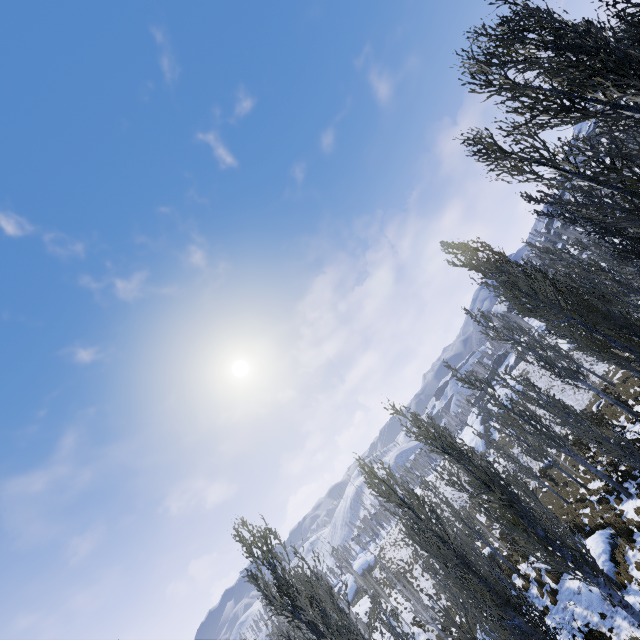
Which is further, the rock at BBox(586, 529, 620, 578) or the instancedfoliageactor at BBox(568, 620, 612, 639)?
the rock at BBox(586, 529, 620, 578)

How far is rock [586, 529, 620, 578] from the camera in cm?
1423

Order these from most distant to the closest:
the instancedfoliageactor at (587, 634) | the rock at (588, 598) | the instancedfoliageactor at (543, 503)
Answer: the rock at (588, 598) < the instancedfoliageactor at (587, 634) < the instancedfoliageactor at (543, 503)

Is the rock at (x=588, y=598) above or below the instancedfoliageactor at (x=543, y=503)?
below

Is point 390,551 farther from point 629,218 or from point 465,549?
point 629,218

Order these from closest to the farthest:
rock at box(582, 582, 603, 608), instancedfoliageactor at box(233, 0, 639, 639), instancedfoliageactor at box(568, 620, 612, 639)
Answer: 1. instancedfoliageactor at box(233, 0, 639, 639)
2. instancedfoliageactor at box(568, 620, 612, 639)
3. rock at box(582, 582, 603, 608)
